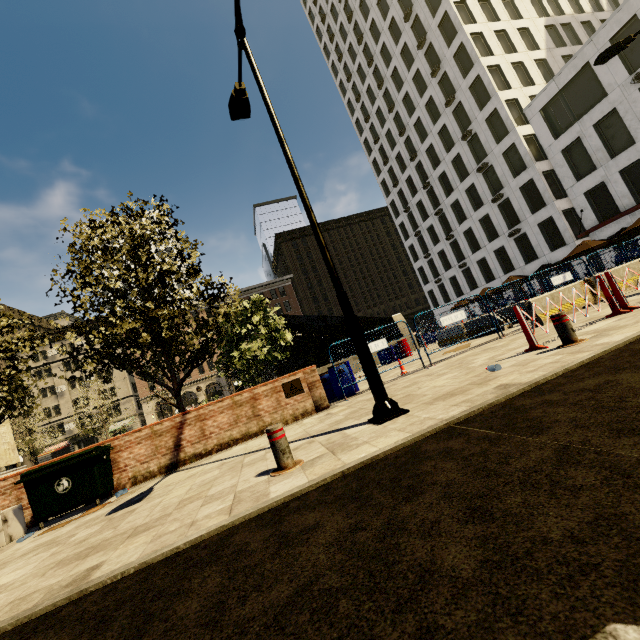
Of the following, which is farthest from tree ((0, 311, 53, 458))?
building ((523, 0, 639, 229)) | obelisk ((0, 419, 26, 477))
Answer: building ((523, 0, 639, 229))

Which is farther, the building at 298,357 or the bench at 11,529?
the building at 298,357

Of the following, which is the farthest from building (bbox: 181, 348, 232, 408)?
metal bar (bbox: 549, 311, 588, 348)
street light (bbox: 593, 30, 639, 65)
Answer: metal bar (bbox: 549, 311, 588, 348)

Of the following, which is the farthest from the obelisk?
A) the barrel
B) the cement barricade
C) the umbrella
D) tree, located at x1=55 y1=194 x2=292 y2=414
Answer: the umbrella

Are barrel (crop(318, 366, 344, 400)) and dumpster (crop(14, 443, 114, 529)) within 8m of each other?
yes

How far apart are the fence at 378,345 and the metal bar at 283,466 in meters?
4.6 m

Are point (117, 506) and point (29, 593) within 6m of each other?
yes

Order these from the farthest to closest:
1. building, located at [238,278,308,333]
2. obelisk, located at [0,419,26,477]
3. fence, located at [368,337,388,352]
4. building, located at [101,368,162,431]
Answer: building, located at [238,278,308,333], building, located at [101,368,162,431], obelisk, located at [0,419,26,477], fence, located at [368,337,388,352]
